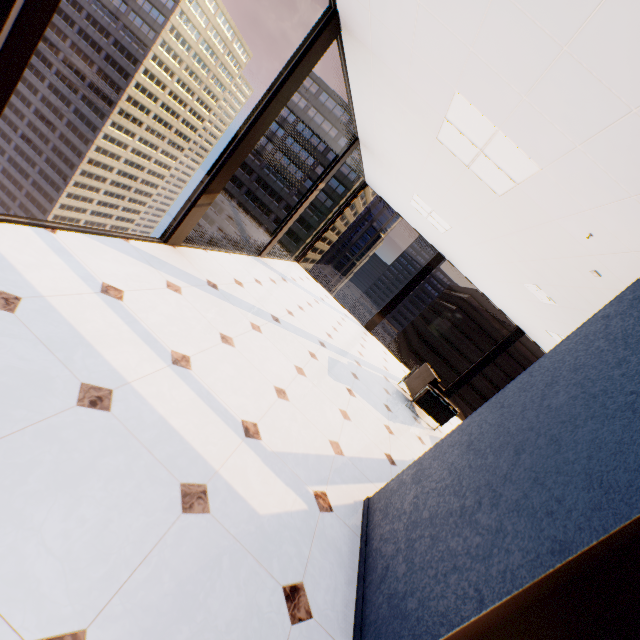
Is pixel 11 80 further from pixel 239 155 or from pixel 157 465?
pixel 239 155

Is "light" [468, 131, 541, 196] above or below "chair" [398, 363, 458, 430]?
above

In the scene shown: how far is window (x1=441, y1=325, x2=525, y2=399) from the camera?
8.88m

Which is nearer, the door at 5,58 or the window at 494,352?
the door at 5,58

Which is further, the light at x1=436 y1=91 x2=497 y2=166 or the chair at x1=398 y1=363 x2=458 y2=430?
the chair at x1=398 y1=363 x2=458 y2=430

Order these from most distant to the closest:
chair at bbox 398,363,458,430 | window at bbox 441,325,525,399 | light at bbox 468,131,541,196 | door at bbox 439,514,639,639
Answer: window at bbox 441,325,525,399, chair at bbox 398,363,458,430, light at bbox 468,131,541,196, door at bbox 439,514,639,639

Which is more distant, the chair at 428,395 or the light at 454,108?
the chair at 428,395

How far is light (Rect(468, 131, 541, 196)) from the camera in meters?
2.8
